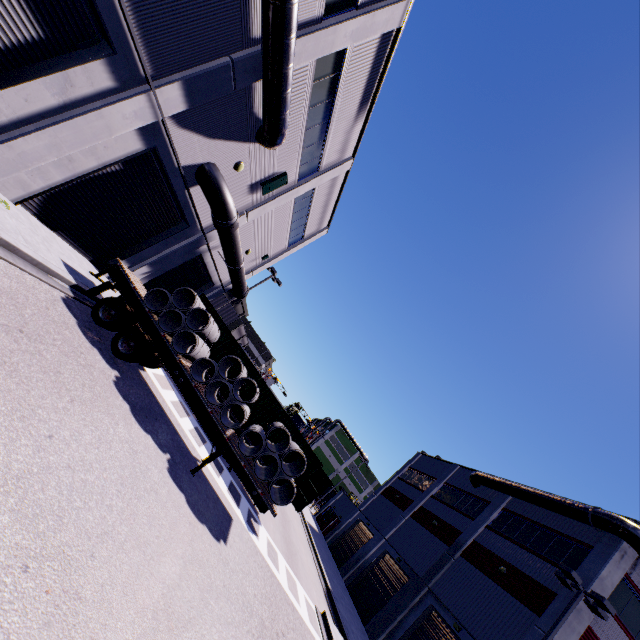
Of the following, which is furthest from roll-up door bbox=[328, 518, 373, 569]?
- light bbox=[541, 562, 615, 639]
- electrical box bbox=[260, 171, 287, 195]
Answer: electrical box bbox=[260, 171, 287, 195]

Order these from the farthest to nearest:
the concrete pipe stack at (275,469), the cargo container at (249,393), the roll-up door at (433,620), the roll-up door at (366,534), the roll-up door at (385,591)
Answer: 1. the roll-up door at (366,534)
2. the roll-up door at (385,591)
3. the roll-up door at (433,620)
4. the cargo container at (249,393)
5. the concrete pipe stack at (275,469)

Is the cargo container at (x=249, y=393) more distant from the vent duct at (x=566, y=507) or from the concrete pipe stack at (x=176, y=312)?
the concrete pipe stack at (x=176, y=312)

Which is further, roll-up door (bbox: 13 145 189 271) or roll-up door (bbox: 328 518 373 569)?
roll-up door (bbox: 328 518 373 569)

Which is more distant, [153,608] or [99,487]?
[99,487]

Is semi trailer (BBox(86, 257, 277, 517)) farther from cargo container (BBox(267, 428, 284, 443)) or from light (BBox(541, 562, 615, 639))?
light (BBox(541, 562, 615, 639))

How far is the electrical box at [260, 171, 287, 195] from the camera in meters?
16.1 m

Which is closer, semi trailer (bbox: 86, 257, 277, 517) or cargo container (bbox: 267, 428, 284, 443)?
semi trailer (bbox: 86, 257, 277, 517)
